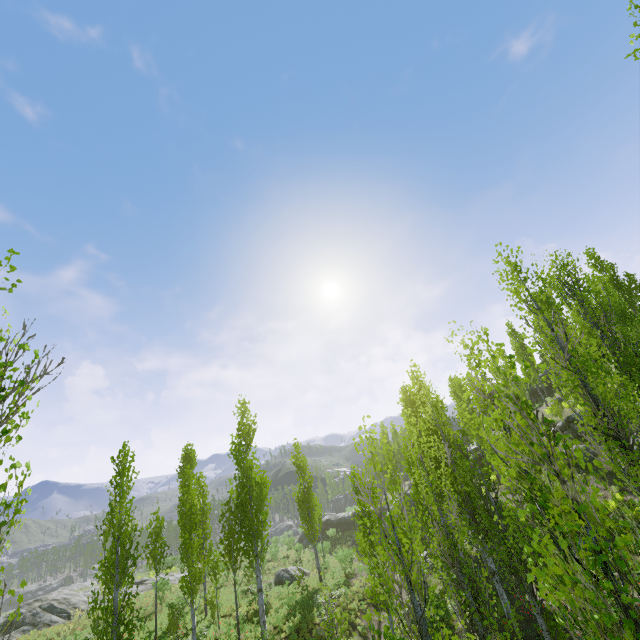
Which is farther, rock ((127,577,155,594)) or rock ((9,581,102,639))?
rock ((127,577,155,594))

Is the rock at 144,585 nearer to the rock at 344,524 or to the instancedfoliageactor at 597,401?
the instancedfoliageactor at 597,401

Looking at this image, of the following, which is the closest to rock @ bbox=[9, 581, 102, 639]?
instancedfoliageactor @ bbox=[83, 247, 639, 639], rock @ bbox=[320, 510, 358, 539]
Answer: instancedfoliageactor @ bbox=[83, 247, 639, 639]

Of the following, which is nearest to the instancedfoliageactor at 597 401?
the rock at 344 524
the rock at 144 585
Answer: the rock at 144 585

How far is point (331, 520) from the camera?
43.8 meters

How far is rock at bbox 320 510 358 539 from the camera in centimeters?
4081cm

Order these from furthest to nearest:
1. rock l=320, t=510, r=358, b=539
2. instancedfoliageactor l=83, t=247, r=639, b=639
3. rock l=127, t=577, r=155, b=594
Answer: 1. rock l=320, t=510, r=358, b=539
2. rock l=127, t=577, r=155, b=594
3. instancedfoliageactor l=83, t=247, r=639, b=639
